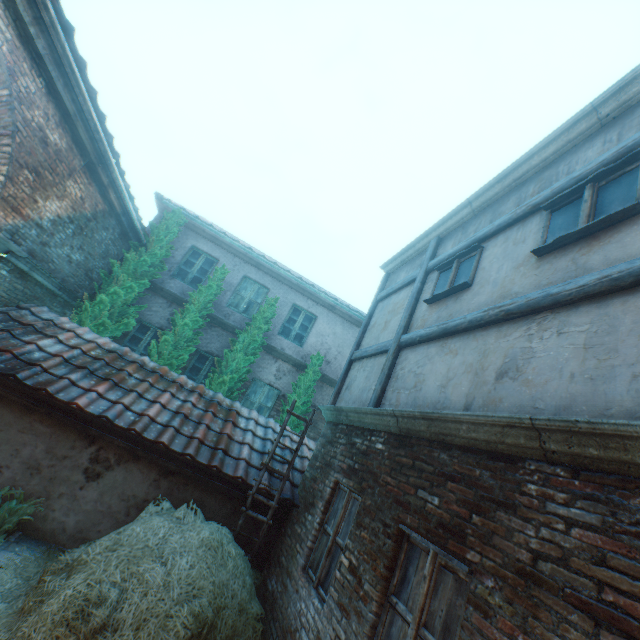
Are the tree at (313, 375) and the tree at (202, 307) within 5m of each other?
yes

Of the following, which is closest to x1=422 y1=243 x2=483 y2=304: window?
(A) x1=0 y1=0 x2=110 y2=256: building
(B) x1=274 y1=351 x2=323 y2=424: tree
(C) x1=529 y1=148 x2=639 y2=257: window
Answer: (A) x1=0 y1=0 x2=110 y2=256: building

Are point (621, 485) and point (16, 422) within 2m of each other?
no

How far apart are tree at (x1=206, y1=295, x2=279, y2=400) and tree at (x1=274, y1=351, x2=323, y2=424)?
1.37m

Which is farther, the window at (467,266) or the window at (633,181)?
the window at (467,266)

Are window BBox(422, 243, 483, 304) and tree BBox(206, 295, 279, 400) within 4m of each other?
no

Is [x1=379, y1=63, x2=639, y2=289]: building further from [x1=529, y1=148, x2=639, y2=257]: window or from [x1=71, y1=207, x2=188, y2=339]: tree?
[x1=71, y1=207, x2=188, y2=339]: tree

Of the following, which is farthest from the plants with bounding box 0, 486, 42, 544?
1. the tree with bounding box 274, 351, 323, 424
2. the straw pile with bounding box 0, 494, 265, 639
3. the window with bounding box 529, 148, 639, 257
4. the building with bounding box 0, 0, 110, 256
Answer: the window with bounding box 529, 148, 639, 257
